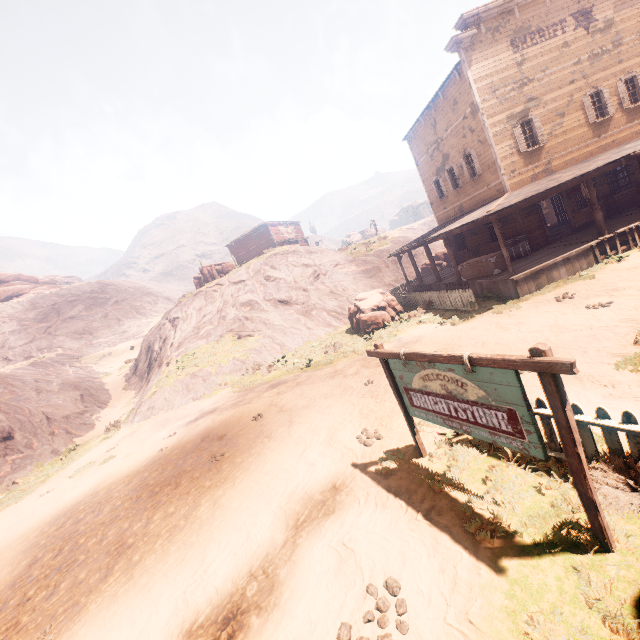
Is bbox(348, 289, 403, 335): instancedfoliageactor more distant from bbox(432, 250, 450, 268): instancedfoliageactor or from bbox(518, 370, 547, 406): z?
bbox(432, 250, 450, 268): instancedfoliageactor

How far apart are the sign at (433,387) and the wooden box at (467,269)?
11.4 meters

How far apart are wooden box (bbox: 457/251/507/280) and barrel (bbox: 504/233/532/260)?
1.2 meters

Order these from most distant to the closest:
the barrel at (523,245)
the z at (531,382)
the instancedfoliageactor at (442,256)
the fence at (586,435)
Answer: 1. the instancedfoliageactor at (442,256)
2. the barrel at (523,245)
3. the z at (531,382)
4. the fence at (586,435)

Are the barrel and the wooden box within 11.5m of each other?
yes

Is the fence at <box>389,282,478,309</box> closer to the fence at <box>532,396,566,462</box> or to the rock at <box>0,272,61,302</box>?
the fence at <box>532,396,566,462</box>

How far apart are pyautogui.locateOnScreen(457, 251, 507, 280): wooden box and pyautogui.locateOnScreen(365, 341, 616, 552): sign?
11.4 meters

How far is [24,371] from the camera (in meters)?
32.03
